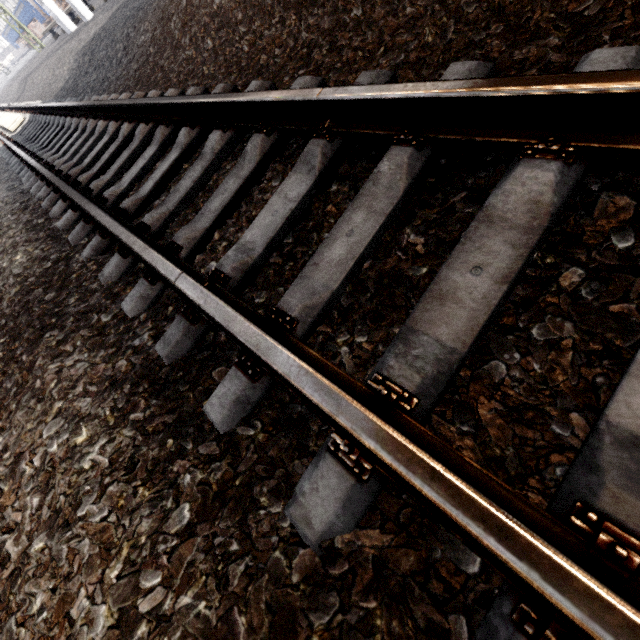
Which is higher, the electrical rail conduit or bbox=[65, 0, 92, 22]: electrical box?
bbox=[65, 0, 92, 22]: electrical box

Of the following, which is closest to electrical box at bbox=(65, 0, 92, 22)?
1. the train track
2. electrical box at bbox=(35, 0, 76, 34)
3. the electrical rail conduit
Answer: electrical box at bbox=(35, 0, 76, 34)

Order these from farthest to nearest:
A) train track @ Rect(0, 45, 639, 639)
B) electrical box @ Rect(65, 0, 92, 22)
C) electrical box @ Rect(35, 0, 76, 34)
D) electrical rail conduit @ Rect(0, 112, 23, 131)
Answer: electrical box @ Rect(35, 0, 76, 34) < electrical box @ Rect(65, 0, 92, 22) < electrical rail conduit @ Rect(0, 112, 23, 131) < train track @ Rect(0, 45, 639, 639)

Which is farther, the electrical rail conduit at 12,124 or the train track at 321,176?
the electrical rail conduit at 12,124

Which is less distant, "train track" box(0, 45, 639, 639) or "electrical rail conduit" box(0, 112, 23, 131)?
"train track" box(0, 45, 639, 639)

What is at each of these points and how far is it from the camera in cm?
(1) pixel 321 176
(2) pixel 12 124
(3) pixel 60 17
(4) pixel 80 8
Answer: (1) train track, 154
(2) electrical rail conduit, 855
(3) electrical box, 1277
(4) electrical box, 1120

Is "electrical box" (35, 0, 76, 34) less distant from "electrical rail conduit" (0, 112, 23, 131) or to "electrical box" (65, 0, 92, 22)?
"electrical box" (65, 0, 92, 22)

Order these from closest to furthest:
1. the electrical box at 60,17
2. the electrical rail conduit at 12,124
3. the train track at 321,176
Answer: the train track at 321,176
the electrical rail conduit at 12,124
the electrical box at 60,17
